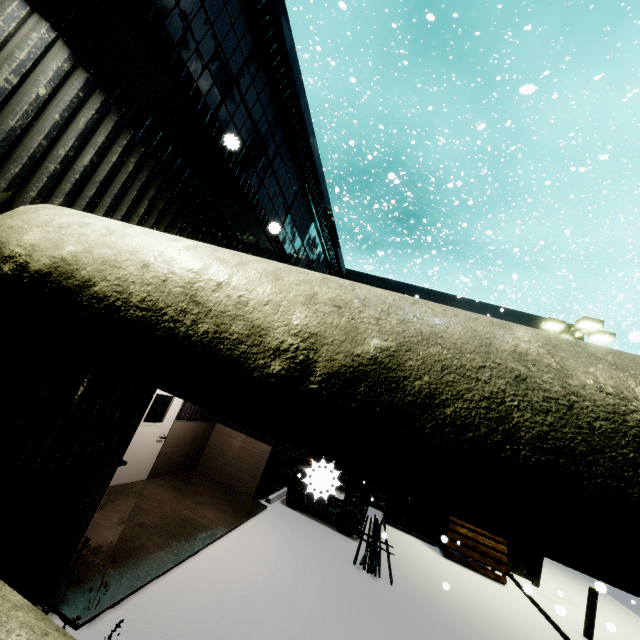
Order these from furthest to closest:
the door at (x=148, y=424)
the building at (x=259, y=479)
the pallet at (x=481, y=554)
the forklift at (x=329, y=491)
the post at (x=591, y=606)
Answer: the pallet at (x=481, y=554) → the post at (x=591, y=606) → the door at (x=148, y=424) → the building at (x=259, y=479) → the forklift at (x=329, y=491)

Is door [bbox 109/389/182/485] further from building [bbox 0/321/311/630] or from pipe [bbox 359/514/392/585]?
pipe [bbox 359/514/392/585]

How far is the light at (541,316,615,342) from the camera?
12.51m

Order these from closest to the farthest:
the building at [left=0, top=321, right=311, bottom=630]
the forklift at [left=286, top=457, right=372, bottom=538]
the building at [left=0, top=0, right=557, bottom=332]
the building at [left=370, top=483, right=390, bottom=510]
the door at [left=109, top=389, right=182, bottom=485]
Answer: the forklift at [left=286, top=457, right=372, bottom=538], the building at [left=0, top=0, right=557, bottom=332], the building at [left=0, top=321, right=311, bottom=630], the door at [left=109, top=389, right=182, bottom=485], the building at [left=370, top=483, right=390, bottom=510]

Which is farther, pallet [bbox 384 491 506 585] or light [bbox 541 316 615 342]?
light [bbox 541 316 615 342]

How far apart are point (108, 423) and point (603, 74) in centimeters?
2856cm

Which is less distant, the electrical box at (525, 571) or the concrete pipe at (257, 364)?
the concrete pipe at (257, 364)

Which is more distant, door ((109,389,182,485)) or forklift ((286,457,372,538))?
door ((109,389,182,485))
